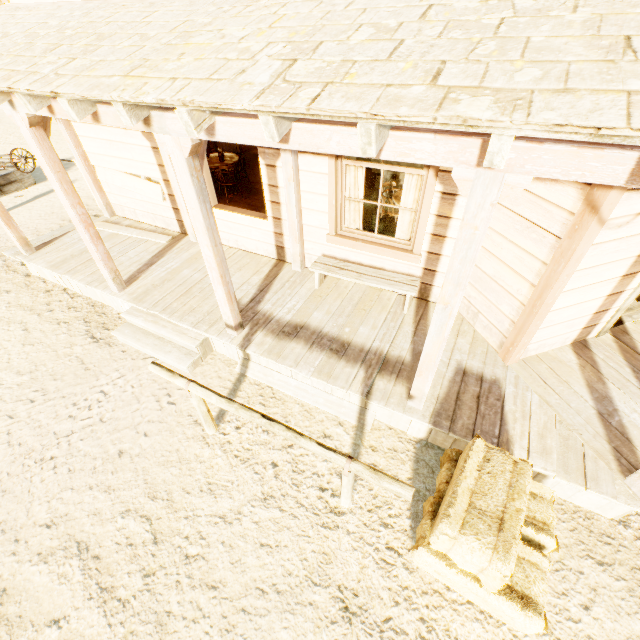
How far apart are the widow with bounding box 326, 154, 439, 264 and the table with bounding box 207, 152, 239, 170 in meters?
3.9

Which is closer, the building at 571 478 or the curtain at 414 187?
the building at 571 478

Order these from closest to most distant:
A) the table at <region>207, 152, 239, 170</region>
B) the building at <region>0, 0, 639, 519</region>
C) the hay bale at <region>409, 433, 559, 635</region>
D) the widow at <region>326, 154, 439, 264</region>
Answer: the building at <region>0, 0, 639, 519</region> → the hay bale at <region>409, 433, 559, 635</region> → the widow at <region>326, 154, 439, 264</region> → the table at <region>207, 152, 239, 170</region>

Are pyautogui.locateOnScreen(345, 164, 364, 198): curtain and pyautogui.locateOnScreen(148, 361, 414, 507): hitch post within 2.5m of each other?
no

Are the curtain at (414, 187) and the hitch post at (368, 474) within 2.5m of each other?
no

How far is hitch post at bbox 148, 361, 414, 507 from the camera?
2.6 meters

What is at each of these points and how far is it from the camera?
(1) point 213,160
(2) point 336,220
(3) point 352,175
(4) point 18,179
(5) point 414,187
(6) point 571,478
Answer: (1) table, 7.75m
(2) widow, 4.91m
(3) curtain, 4.51m
(4) wagon, 9.82m
(5) curtain, 4.28m
(6) building, 3.09m

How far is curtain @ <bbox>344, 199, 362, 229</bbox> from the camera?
4.8 meters
